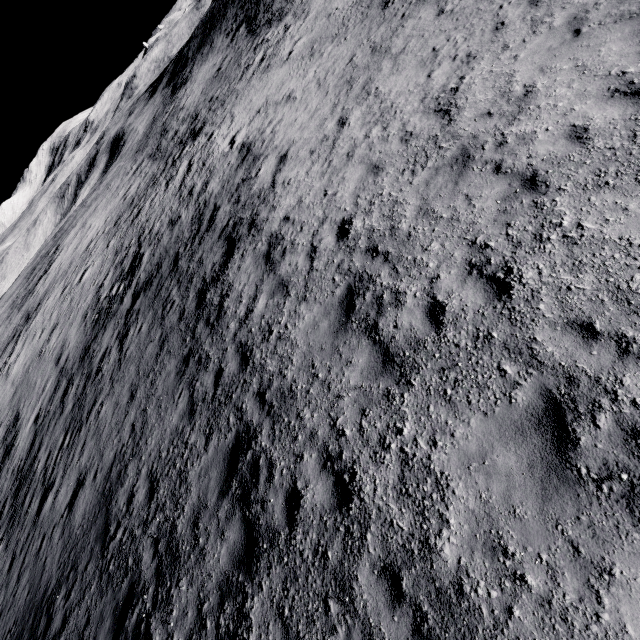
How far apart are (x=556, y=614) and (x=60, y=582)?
12.43m
